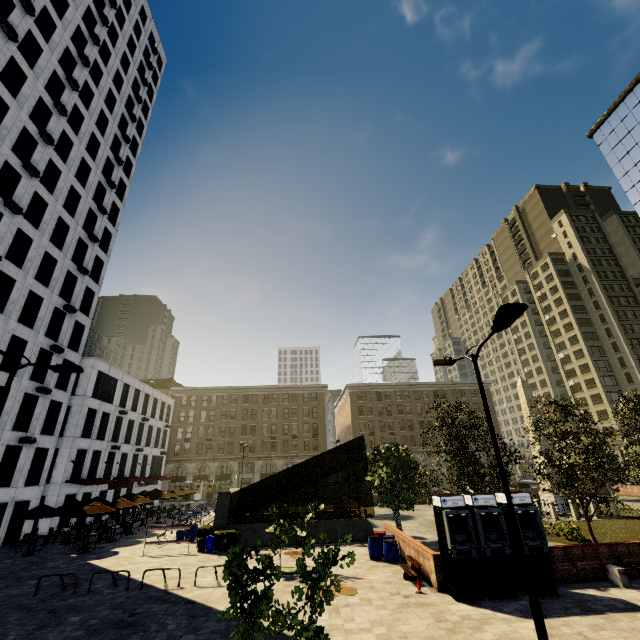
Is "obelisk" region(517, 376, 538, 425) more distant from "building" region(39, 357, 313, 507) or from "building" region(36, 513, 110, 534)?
"building" region(36, 513, 110, 534)

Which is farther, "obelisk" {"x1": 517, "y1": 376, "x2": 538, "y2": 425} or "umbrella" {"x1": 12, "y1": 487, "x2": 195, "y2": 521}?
"obelisk" {"x1": 517, "y1": 376, "x2": 538, "y2": 425}

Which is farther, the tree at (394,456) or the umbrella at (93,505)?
the umbrella at (93,505)

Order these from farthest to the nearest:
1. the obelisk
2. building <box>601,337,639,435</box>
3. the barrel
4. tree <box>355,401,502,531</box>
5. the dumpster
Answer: building <box>601,337,639,435</box> → the obelisk → the dumpster → tree <box>355,401,502,531</box> → the barrel

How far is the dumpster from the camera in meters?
19.6

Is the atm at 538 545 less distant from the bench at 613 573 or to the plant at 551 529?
the bench at 613 573

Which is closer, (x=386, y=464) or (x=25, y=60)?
(x=386, y=464)

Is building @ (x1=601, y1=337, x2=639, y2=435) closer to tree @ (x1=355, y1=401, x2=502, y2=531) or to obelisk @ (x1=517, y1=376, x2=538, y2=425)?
tree @ (x1=355, y1=401, x2=502, y2=531)
